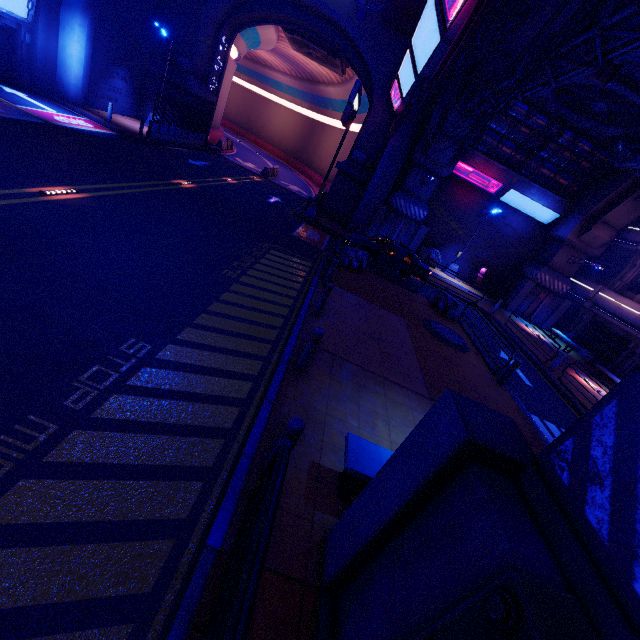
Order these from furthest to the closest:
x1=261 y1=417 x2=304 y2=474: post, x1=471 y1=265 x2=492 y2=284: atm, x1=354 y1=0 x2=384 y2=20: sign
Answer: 1. x1=471 y1=265 x2=492 y2=284: atm
2. x1=354 y1=0 x2=384 y2=20: sign
3. x1=261 y1=417 x2=304 y2=474: post

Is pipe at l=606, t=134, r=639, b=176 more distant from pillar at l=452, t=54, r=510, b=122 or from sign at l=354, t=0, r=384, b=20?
sign at l=354, t=0, r=384, b=20

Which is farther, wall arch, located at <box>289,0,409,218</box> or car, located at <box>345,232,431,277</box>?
wall arch, located at <box>289,0,409,218</box>

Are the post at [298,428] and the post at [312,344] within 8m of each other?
yes

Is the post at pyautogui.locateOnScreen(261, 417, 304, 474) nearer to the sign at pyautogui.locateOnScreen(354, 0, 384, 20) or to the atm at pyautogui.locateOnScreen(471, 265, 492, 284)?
the sign at pyautogui.locateOnScreen(354, 0, 384, 20)

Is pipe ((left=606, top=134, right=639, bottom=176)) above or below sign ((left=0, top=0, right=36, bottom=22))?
above

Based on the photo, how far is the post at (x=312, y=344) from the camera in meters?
6.4 m

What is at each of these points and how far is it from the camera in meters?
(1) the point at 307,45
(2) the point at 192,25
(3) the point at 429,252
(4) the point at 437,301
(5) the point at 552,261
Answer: (1) vent, 27.9
(2) wall arch, 22.4
(3) generator, 26.5
(4) fence, 16.4
(5) pillar, 24.5
